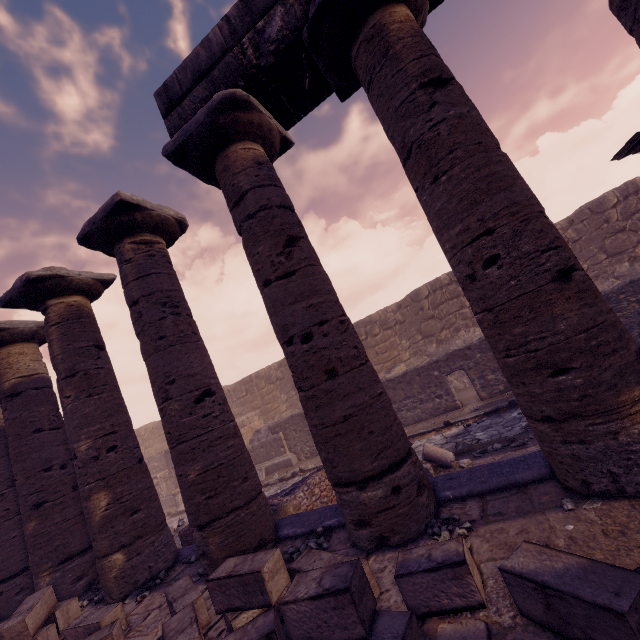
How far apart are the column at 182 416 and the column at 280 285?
0.8 meters

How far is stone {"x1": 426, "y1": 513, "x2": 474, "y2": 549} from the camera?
2.9m

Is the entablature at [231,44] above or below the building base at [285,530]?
above

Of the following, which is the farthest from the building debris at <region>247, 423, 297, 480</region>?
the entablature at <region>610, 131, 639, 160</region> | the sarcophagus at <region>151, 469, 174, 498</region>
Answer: the entablature at <region>610, 131, 639, 160</region>

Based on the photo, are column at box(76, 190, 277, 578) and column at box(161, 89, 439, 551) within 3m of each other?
yes

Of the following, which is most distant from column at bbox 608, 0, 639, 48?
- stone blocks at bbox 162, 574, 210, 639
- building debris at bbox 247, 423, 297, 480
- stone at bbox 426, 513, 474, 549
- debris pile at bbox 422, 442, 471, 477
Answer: building debris at bbox 247, 423, 297, 480

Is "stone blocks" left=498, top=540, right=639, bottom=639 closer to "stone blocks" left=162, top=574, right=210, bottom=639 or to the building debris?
"stone blocks" left=162, top=574, right=210, bottom=639

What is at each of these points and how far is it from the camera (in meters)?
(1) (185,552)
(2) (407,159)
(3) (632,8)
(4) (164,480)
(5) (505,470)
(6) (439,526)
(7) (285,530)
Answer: (1) building base, 5.50
(2) column, 3.49
(3) column, 2.79
(4) sarcophagus, 17.58
(5) building base, 3.54
(6) stone, 3.20
(7) building base, 4.55
